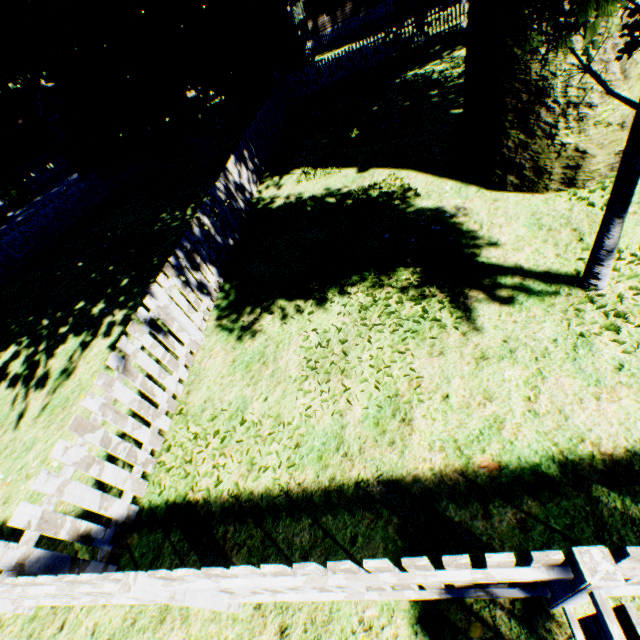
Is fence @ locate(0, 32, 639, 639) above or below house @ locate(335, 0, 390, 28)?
below

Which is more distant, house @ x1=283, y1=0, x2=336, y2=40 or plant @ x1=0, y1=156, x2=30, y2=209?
house @ x1=283, y1=0, x2=336, y2=40

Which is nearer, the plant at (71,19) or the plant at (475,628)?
the plant at (475,628)

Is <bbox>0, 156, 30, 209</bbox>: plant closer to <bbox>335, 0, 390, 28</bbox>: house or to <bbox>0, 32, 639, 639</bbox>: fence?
<bbox>0, 32, 639, 639</bbox>: fence

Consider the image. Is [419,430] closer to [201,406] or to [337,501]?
[337,501]

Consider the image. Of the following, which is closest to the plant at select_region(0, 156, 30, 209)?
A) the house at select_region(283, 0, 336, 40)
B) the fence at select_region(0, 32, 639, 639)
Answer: the fence at select_region(0, 32, 639, 639)

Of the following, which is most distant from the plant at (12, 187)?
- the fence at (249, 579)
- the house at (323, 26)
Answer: the house at (323, 26)
